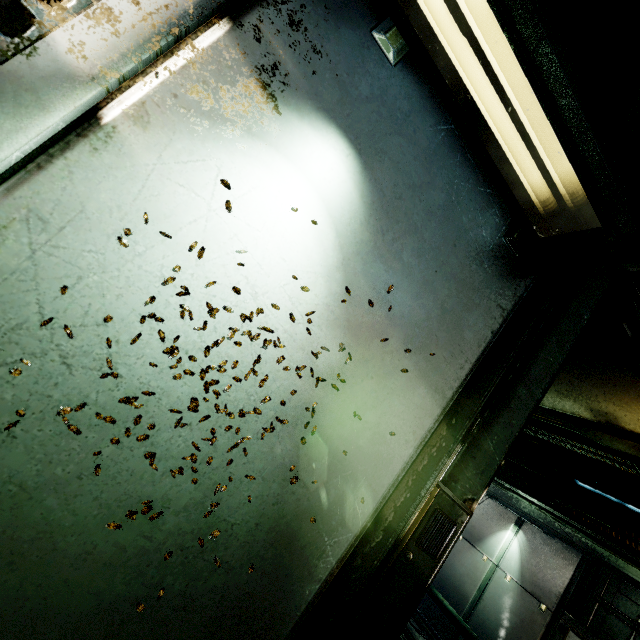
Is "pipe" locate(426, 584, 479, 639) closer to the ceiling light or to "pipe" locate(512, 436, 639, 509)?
"pipe" locate(512, 436, 639, 509)

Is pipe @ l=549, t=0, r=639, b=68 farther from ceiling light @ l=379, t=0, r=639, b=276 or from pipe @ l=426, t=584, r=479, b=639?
pipe @ l=426, t=584, r=479, b=639

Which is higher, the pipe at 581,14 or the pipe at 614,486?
the pipe at 614,486

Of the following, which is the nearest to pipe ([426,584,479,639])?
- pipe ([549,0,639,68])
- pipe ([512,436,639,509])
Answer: pipe ([512,436,639,509])

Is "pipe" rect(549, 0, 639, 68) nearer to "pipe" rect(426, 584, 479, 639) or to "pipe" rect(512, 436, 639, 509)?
"pipe" rect(512, 436, 639, 509)

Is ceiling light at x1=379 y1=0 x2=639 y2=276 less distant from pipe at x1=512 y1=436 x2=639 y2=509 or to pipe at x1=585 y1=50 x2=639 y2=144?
pipe at x1=585 y1=50 x2=639 y2=144

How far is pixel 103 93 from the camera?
0.9m

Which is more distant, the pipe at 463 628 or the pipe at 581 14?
the pipe at 463 628
